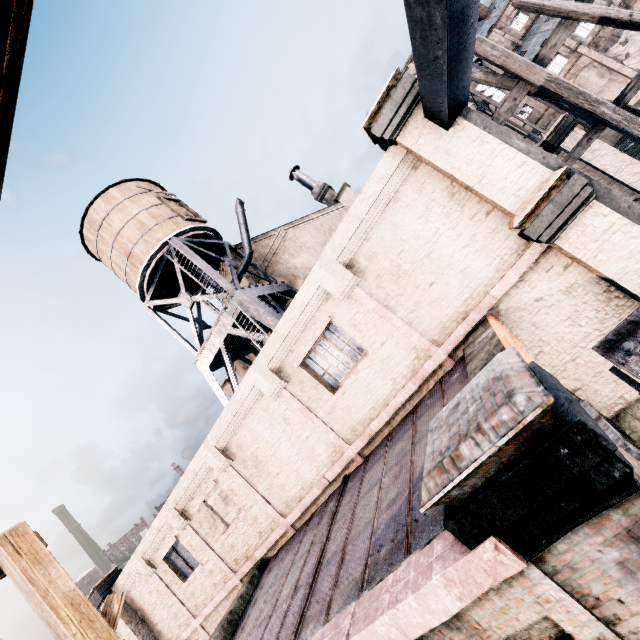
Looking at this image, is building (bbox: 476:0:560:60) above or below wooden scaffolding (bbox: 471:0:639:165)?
above

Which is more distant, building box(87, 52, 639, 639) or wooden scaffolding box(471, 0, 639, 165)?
wooden scaffolding box(471, 0, 639, 165)

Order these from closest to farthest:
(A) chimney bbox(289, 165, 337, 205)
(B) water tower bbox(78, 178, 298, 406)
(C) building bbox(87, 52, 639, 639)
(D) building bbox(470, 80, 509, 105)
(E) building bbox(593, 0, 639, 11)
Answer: (C) building bbox(87, 52, 639, 639)
(B) water tower bbox(78, 178, 298, 406)
(A) chimney bbox(289, 165, 337, 205)
(E) building bbox(593, 0, 639, 11)
(D) building bbox(470, 80, 509, 105)

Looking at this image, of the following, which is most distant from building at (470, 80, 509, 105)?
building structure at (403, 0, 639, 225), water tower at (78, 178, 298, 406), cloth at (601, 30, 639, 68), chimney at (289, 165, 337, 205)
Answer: building structure at (403, 0, 639, 225)

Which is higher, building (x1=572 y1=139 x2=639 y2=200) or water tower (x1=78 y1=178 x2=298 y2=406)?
water tower (x1=78 y1=178 x2=298 y2=406)

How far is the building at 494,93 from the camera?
49.2m

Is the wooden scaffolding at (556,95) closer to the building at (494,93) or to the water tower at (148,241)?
the water tower at (148,241)

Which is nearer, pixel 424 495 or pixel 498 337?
pixel 424 495
